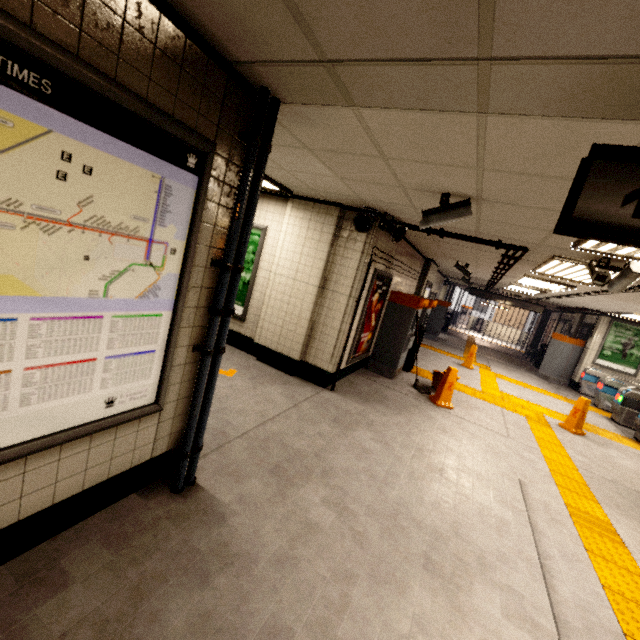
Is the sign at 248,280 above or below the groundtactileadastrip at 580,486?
above

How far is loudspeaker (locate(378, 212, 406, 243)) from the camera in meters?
4.7

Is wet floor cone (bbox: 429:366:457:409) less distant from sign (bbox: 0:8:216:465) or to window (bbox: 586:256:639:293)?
window (bbox: 586:256:639:293)

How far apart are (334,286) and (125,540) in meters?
4.0

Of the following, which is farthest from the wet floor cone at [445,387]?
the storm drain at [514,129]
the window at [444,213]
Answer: the window at [444,213]

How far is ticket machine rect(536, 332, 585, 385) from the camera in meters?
12.2 m

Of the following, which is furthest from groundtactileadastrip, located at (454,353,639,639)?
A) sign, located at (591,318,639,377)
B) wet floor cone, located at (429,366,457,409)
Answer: sign, located at (591,318,639,377)

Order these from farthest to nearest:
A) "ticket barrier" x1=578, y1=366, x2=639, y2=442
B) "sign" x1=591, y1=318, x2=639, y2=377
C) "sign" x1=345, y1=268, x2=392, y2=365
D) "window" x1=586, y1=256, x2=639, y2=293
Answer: "sign" x1=591, y1=318, x2=639, y2=377
"ticket barrier" x1=578, y1=366, x2=639, y2=442
"sign" x1=345, y1=268, x2=392, y2=365
"window" x1=586, y1=256, x2=639, y2=293
